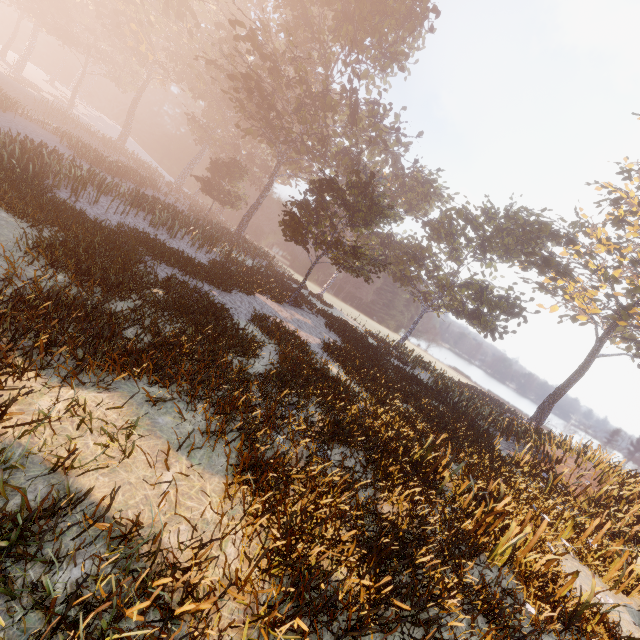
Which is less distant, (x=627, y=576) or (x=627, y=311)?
(x=627, y=576)
